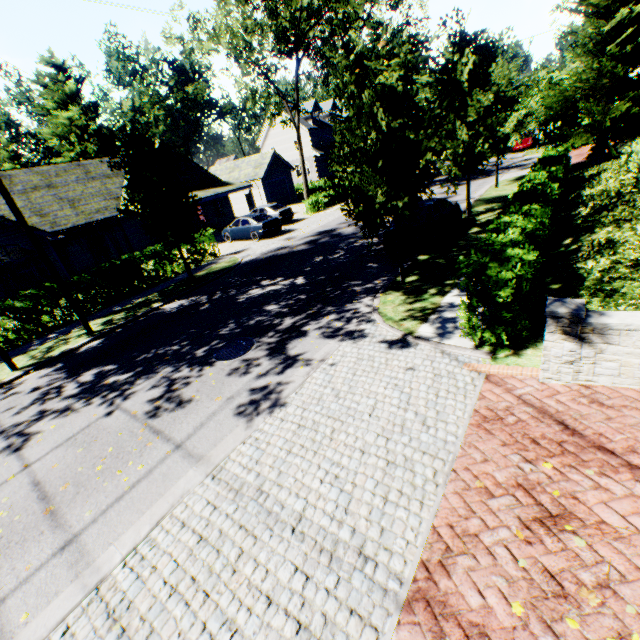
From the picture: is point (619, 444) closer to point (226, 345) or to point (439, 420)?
point (439, 420)

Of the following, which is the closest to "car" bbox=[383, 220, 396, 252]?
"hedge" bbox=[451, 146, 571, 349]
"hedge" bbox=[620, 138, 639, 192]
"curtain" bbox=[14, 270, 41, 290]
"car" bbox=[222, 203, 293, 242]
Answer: "hedge" bbox=[620, 138, 639, 192]

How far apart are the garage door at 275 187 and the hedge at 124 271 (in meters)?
22.00

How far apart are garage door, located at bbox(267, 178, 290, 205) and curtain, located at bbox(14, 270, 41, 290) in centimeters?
2235cm

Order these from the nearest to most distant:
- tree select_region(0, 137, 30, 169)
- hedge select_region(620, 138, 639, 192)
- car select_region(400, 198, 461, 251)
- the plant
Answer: hedge select_region(620, 138, 639, 192), car select_region(400, 198, 461, 251), the plant, tree select_region(0, 137, 30, 169)

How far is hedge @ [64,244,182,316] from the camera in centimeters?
1391cm

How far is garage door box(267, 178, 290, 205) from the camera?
35.56m

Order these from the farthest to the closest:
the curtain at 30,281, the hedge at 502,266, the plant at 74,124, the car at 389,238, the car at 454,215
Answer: the plant at 74,124 < the curtain at 30,281 < the car at 389,238 < the car at 454,215 < the hedge at 502,266
